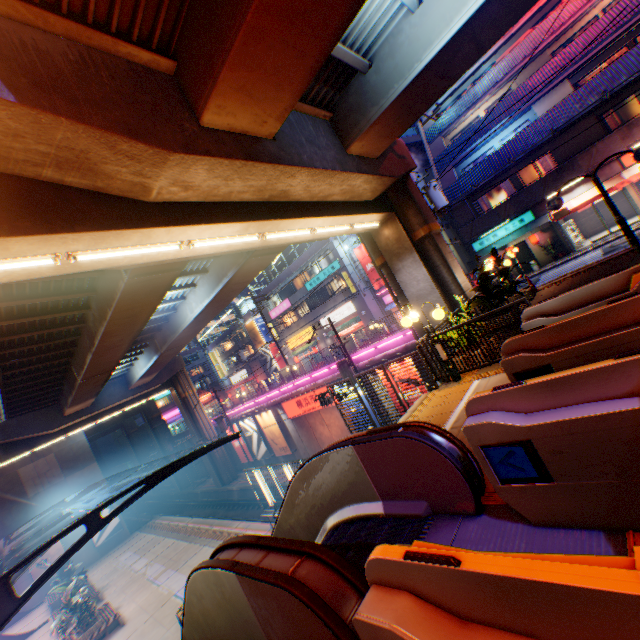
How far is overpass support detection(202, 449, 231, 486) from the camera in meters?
35.5

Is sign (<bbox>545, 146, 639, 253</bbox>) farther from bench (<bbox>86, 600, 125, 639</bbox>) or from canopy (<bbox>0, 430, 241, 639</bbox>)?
bench (<bbox>86, 600, 125, 639</bbox>)

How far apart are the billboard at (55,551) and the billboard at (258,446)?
20.3m

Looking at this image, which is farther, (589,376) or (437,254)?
(437,254)

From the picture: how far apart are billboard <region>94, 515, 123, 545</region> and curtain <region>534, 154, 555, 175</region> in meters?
50.0 m

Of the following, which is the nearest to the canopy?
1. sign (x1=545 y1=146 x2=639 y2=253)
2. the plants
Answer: the plants

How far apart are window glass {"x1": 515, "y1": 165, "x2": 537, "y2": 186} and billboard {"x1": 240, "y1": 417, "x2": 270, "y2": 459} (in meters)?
29.51

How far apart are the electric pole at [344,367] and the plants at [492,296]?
8.59m
